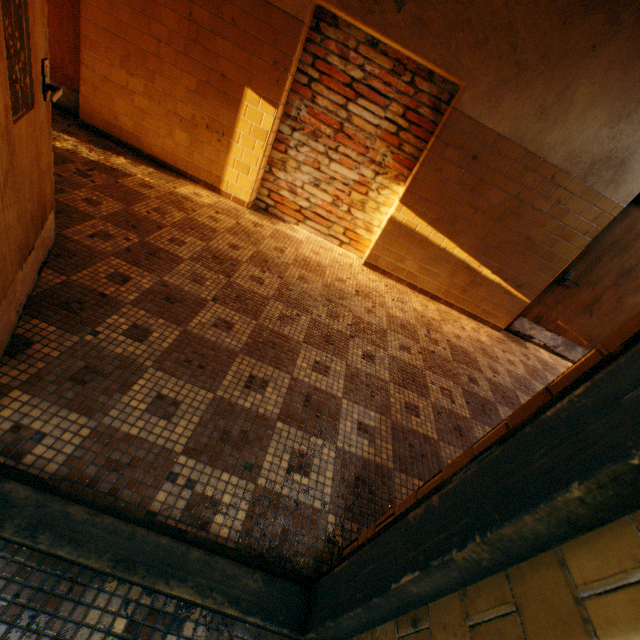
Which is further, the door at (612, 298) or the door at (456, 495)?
the door at (612, 298)

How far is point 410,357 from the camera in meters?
3.1 m

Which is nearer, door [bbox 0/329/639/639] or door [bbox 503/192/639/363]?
door [bbox 0/329/639/639]
